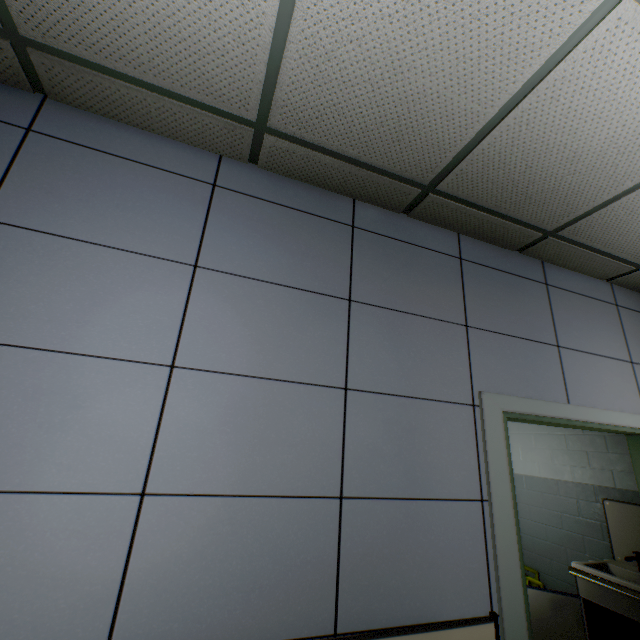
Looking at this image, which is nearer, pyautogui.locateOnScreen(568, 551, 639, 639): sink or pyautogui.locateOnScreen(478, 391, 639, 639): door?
pyautogui.locateOnScreen(478, 391, 639, 639): door

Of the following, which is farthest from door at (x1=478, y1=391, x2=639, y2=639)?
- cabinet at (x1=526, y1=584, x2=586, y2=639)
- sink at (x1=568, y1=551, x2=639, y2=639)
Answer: cabinet at (x1=526, y1=584, x2=586, y2=639)

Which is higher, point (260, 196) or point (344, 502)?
point (260, 196)

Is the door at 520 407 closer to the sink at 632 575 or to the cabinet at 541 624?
the sink at 632 575

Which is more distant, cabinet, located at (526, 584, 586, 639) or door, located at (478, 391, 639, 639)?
cabinet, located at (526, 584, 586, 639)

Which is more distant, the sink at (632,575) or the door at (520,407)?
the sink at (632,575)

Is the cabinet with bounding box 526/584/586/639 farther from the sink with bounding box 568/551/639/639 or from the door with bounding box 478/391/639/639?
the door with bounding box 478/391/639/639
